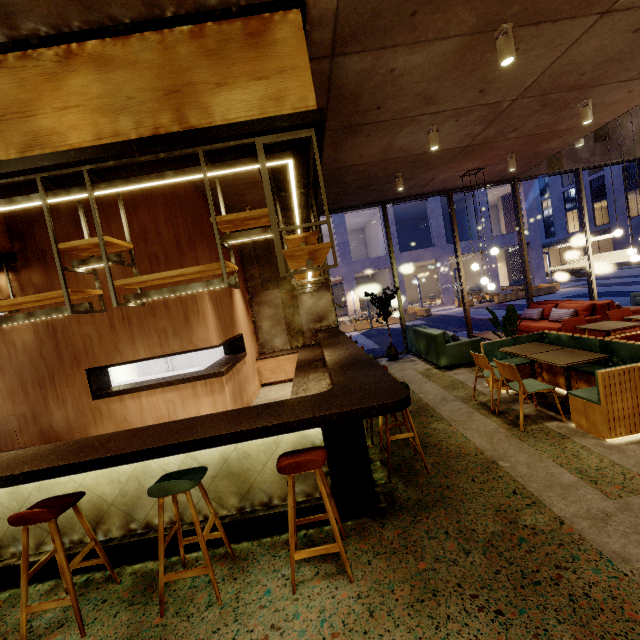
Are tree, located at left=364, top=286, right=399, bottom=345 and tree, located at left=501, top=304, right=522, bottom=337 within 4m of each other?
yes

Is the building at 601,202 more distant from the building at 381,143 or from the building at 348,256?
the building at 381,143

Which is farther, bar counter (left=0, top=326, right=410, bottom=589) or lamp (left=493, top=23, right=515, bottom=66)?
lamp (left=493, top=23, right=515, bottom=66)

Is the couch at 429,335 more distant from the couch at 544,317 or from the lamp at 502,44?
the lamp at 502,44

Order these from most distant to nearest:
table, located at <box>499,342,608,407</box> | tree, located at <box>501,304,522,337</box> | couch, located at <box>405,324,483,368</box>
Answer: couch, located at <box>405,324,483,368</box>
tree, located at <box>501,304,522,337</box>
table, located at <box>499,342,608,407</box>

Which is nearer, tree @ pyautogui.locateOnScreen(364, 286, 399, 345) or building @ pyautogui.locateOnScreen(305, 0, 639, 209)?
building @ pyautogui.locateOnScreen(305, 0, 639, 209)

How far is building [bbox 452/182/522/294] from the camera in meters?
26.6 m

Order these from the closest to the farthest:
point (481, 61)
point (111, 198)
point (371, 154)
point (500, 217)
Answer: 1. point (481, 61)
2. point (111, 198)
3. point (371, 154)
4. point (500, 217)
